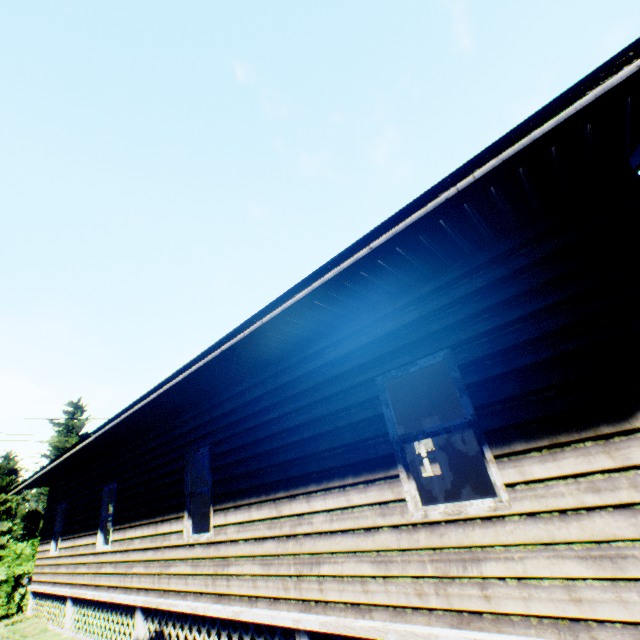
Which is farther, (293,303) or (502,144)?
(293,303)
